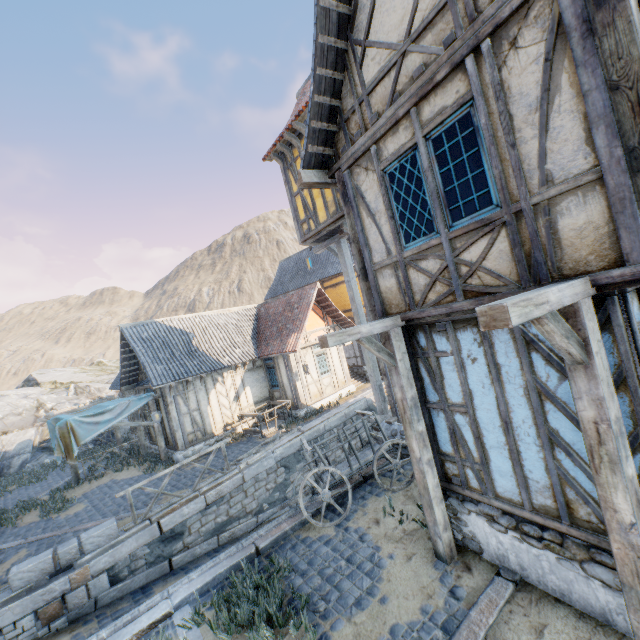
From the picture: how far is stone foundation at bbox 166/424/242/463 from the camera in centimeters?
1354cm

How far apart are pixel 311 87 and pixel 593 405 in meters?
5.8

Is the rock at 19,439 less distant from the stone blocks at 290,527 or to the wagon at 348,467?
the stone blocks at 290,527

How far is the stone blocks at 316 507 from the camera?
7.3 meters

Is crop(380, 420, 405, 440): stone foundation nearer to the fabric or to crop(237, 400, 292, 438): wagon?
crop(237, 400, 292, 438): wagon

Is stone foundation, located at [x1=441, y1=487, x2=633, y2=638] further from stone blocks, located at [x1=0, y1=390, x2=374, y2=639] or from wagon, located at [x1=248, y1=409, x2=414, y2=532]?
stone blocks, located at [x1=0, y1=390, x2=374, y2=639]

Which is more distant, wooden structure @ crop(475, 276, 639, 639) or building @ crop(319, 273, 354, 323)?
building @ crop(319, 273, 354, 323)

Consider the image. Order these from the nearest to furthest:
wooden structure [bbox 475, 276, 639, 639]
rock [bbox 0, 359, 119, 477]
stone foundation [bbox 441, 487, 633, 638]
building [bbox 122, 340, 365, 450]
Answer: wooden structure [bbox 475, 276, 639, 639]
stone foundation [bbox 441, 487, 633, 638]
building [bbox 122, 340, 365, 450]
rock [bbox 0, 359, 119, 477]
